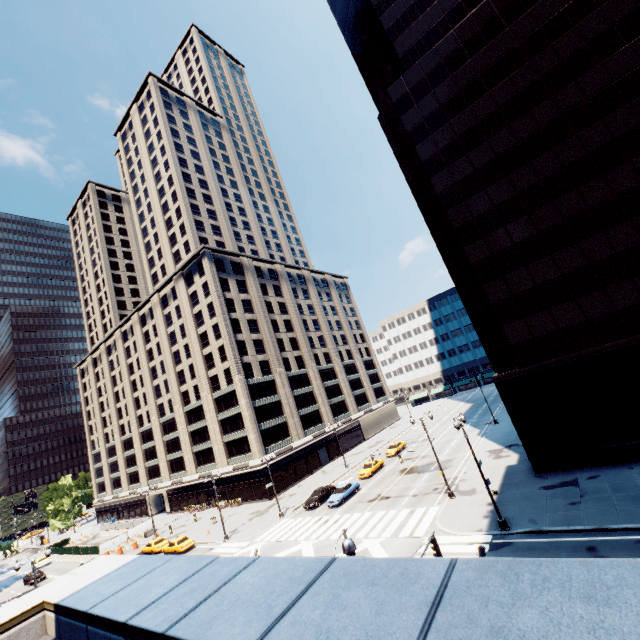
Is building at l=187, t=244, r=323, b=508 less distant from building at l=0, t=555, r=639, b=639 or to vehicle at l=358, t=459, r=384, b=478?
vehicle at l=358, t=459, r=384, b=478

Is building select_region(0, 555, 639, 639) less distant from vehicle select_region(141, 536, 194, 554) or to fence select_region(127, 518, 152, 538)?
vehicle select_region(141, 536, 194, 554)

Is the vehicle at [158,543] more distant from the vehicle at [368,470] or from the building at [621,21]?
the building at [621,21]

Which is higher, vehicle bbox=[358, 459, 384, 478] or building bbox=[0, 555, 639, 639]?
building bbox=[0, 555, 639, 639]

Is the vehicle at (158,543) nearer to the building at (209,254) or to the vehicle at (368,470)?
the building at (209,254)

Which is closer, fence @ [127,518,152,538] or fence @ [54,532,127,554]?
fence @ [54,532,127,554]

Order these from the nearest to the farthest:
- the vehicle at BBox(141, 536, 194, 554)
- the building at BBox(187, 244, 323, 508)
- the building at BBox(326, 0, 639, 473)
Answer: the building at BBox(326, 0, 639, 473)
the vehicle at BBox(141, 536, 194, 554)
the building at BBox(187, 244, 323, 508)

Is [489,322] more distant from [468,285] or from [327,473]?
[327,473]
